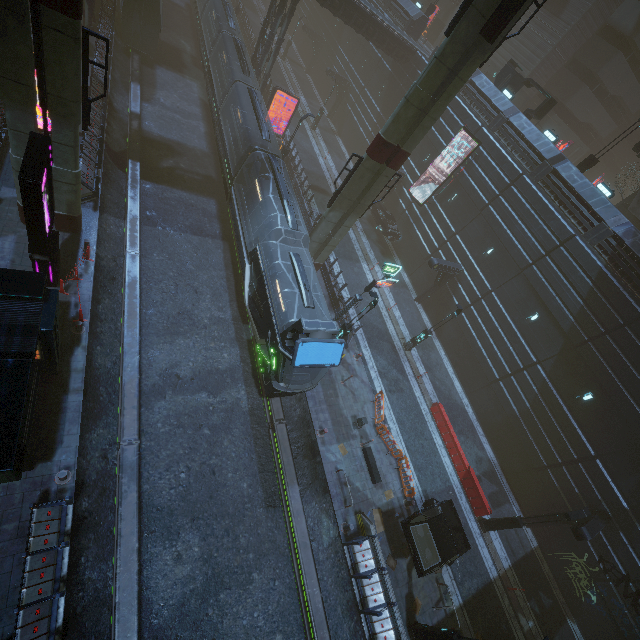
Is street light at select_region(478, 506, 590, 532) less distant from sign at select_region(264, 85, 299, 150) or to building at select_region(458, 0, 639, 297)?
building at select_region(458, 0, 639, 297)

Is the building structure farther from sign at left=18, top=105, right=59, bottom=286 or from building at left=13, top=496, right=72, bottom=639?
sign at left=18, top=105, right=59, bottom=286

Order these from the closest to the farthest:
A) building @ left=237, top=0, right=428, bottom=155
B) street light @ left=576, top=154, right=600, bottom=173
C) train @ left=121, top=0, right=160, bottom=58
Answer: street light @ left=576, top=154, right=600, bottom=173 → train @ left=121, top=0, right=160, bottom=58 → building @ left=237, top=0, right=428, bottom=155

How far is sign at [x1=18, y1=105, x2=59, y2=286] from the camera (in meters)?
9.66

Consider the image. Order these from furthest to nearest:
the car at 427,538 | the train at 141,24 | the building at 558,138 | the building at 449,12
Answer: the building at 449,12, the train at 141,24, the building at 558,138, the car at 427,538

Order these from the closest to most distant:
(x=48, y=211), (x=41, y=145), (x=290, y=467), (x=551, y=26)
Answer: (x=41, y=145) < (x=48, y=211) < (x=290, y=467) < (x=551, y=26)

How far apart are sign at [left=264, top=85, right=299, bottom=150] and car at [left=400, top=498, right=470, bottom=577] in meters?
30.8 m

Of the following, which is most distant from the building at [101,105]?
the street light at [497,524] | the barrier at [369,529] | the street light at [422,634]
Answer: the street light at [497,524]
